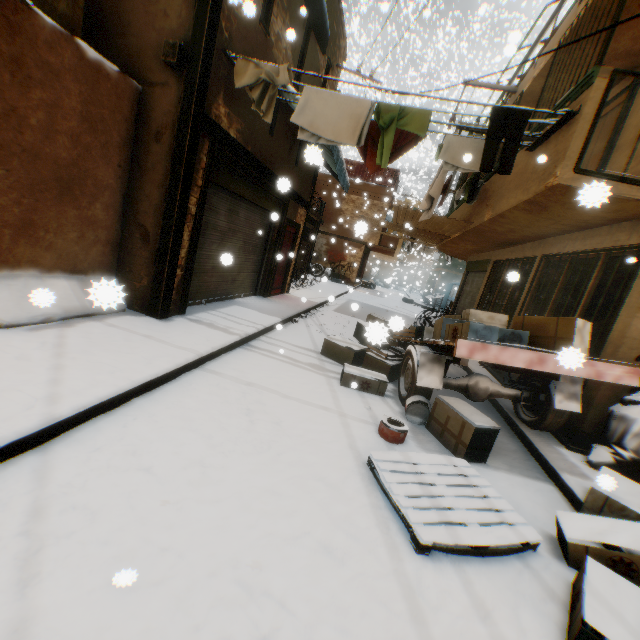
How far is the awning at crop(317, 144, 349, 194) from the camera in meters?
7.7 m

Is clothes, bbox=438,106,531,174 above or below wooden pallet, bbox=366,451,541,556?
above

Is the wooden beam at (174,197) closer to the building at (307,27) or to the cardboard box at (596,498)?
the building at (307,27)

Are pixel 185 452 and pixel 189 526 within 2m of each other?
yes

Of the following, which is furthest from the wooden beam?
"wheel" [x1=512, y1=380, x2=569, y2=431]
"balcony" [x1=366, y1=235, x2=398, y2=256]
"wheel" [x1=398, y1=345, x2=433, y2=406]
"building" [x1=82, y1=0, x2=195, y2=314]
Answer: "wheel" [x1=512, y1=380, x2=569, y2=431]

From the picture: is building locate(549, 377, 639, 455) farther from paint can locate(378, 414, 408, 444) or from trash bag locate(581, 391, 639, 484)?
paint can locate(378, 414, 408, 444)

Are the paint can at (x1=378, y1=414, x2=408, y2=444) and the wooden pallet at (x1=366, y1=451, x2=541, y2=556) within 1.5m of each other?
yes

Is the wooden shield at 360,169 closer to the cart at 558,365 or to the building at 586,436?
the building at 586,436
